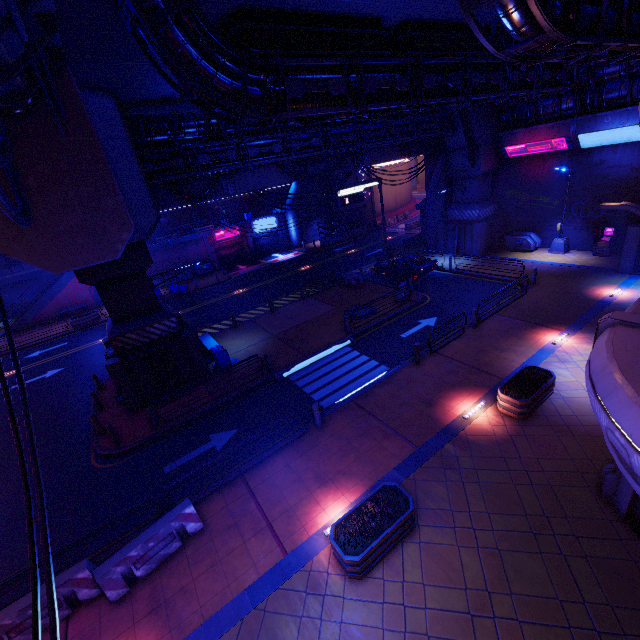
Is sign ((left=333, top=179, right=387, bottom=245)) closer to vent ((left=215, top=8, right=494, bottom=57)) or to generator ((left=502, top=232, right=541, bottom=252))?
generator ((left=502, top=232, right=541, bottom=252))

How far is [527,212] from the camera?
25.6m

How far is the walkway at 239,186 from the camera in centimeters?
1886cm

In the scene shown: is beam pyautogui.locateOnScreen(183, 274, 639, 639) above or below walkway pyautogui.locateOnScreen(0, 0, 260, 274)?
below

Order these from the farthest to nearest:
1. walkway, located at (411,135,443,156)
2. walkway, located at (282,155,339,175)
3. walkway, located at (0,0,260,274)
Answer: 1. walkway, located at (411,135,443,156)
2. walkway, located at (282,155,339,175)
3. walkway, located at (0,0,260,274)

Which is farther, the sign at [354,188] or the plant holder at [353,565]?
the sign at [354,188]

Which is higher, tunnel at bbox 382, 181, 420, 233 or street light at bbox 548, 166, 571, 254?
tunnel at bbox 382, 181, 420, 233

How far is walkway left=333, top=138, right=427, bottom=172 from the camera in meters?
23.3
